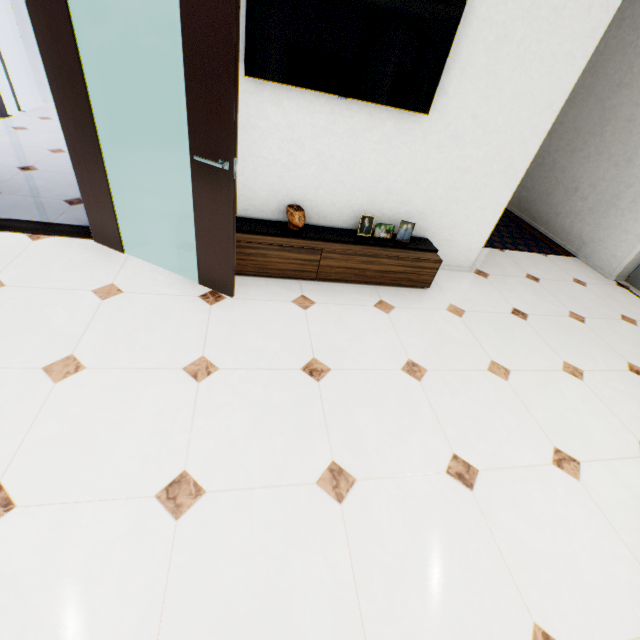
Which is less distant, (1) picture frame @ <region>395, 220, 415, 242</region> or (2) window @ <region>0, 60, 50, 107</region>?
(1) picture frame @ <region>395, 220, 415, 242</region>

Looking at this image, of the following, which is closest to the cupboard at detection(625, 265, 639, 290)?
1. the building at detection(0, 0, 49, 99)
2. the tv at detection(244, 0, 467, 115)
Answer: the tv at detection(244, 0, 467, 115)

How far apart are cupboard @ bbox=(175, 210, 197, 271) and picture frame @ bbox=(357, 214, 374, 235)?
0.0m

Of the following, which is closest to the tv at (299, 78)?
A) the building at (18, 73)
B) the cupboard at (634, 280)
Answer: the cupboard at (634, 280)

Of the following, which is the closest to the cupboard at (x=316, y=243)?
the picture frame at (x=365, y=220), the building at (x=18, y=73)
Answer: the picture frame at (x=365, y=220)

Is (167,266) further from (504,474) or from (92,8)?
(504,474)

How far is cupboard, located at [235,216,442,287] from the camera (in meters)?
2.77

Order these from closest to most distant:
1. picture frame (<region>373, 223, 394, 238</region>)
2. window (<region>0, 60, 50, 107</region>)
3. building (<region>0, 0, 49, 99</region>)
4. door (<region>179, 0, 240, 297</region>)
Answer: door (<region>179, 0, 240, 297</region>) → picture frame (<region>373, 223, 394, 238</region>) → window (<region>0, 60, 50, 107</region>) → building (<region>0, 0, 49, 99</region>)
